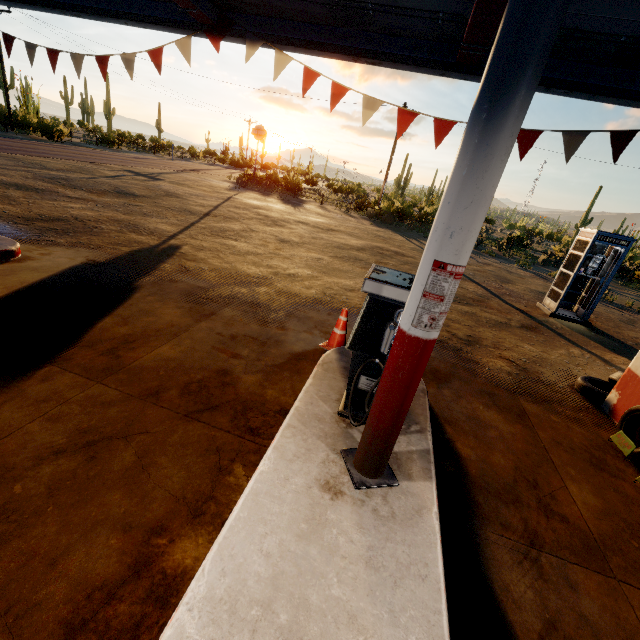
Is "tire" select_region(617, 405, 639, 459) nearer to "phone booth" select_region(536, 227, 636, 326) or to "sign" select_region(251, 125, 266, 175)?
"phone booth" select_region(536, 227, 636, 326)

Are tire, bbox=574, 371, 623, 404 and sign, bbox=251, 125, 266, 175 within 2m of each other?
no

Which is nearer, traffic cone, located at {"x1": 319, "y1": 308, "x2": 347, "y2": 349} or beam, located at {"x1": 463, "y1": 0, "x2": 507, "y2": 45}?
beam, located at {"x1": 463, "y1": 0, "x2": 507, "y2": 45}

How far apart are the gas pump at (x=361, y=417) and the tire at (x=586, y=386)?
4.15m

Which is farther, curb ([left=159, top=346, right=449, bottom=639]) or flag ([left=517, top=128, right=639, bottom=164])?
flag ([left=517, top=128, right=639, bottom=164])

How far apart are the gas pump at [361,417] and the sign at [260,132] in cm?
2898

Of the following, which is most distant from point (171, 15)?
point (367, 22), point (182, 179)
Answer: point (182, 179)

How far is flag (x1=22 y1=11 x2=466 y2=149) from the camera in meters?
4.3
